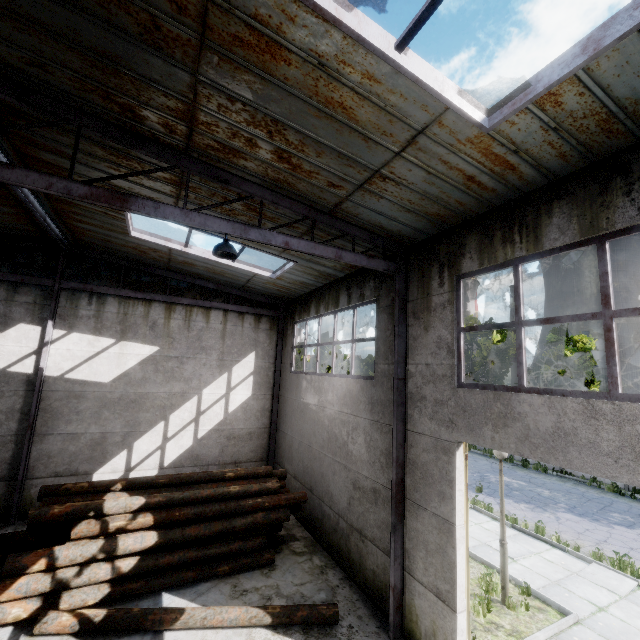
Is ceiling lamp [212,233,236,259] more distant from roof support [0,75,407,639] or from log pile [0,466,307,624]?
log pile [0,466,307,624]

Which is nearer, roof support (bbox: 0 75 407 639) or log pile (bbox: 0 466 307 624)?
roof support (bbox: 0 75 407 639)

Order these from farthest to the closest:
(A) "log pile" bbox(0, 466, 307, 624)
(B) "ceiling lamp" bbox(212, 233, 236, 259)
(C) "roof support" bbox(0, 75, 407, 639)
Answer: (A) "log pile" bbox(0, 466, 307, 624) < (B) "ceiling lamp" bbox(212, 233, 236, 259) < (C) "roof support" bbox(0, 75, 407, 639)

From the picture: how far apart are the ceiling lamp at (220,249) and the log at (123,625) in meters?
6.7 m

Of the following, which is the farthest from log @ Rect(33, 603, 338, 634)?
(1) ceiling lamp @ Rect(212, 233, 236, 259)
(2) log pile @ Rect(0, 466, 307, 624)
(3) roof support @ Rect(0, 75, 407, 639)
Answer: (1) ceiling lamp @ Rect(212, 233, 236, 259)

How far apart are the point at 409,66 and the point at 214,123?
2.7 meters

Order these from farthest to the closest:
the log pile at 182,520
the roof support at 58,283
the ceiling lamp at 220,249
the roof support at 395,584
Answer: the roof support at 58,283, the log pile at 182,520, the ceiling lamp at 220,249, the roof support at 395,584

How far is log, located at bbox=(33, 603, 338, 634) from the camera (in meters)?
5.79
